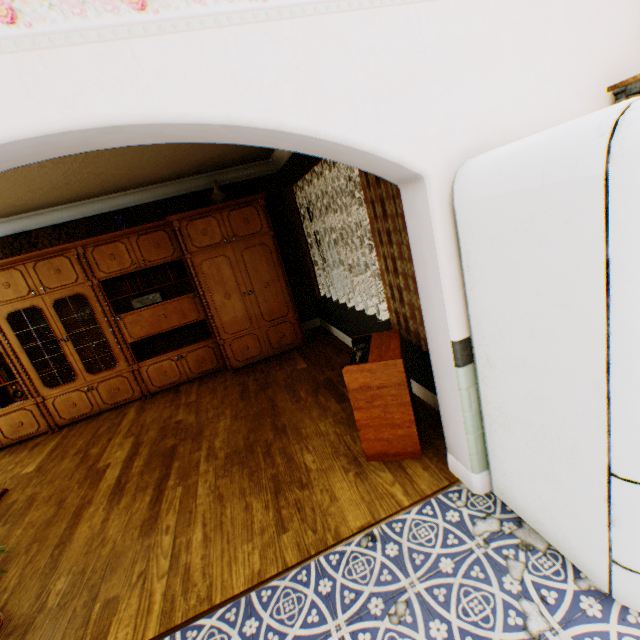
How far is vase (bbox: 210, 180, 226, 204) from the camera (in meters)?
4.95

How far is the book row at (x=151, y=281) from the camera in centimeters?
493cm

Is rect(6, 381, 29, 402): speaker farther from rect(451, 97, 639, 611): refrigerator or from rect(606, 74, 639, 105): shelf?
rect(606, 74, 639, 105): shelf

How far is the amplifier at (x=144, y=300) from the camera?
4.9m

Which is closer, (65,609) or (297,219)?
(65,609)

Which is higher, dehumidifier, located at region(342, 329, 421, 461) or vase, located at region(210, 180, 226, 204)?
vase, located at region(210, 180, 226, 204)

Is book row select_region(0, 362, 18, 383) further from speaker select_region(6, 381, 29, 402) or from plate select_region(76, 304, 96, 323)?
plate select_region(76, 304, 96, 323)

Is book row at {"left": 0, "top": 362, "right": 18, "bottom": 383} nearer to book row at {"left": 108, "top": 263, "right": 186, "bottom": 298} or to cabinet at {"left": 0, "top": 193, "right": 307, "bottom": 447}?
cabinet at {"left": 0, "top": 193, "right": 307, "bottom": 447}
